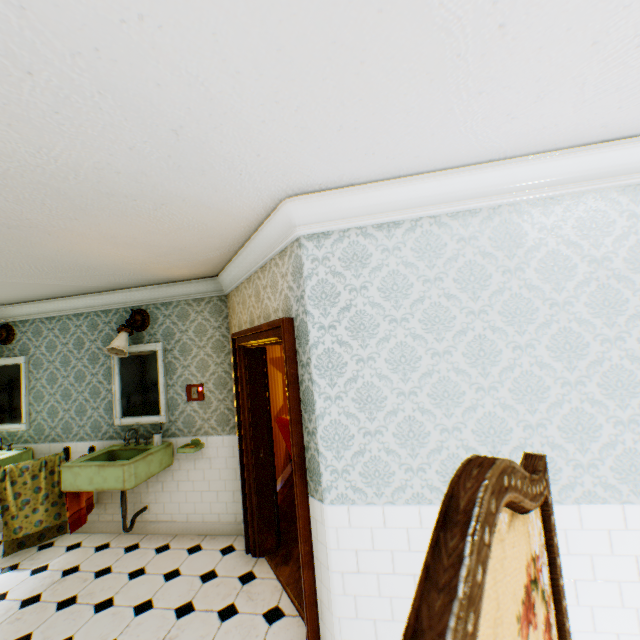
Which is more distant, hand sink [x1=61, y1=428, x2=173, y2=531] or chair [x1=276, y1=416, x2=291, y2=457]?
chair [x1=276, y1=416, x2=291, y2=457]

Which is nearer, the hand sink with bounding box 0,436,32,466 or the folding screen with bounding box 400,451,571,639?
the folding screen with bounding box 400,451,571,639

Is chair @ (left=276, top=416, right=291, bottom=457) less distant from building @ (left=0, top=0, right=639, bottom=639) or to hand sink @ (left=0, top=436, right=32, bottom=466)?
building @ (left=0, top=0, right=639, bottom=639)

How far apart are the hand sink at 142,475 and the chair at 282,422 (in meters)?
1.47

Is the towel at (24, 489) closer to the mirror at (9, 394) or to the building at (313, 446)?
the building at (313, 446)

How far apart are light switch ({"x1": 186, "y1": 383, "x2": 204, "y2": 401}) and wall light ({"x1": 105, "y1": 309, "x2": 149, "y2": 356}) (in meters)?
0.85

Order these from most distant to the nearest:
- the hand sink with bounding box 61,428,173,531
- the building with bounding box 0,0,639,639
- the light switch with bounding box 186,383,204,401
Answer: the light switch with bounding box 186,383,204,401, the hand sink with bounding box 61,428,173,531, the building with bounding box 0,0,639,639

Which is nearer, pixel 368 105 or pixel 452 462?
pixel 368 105
